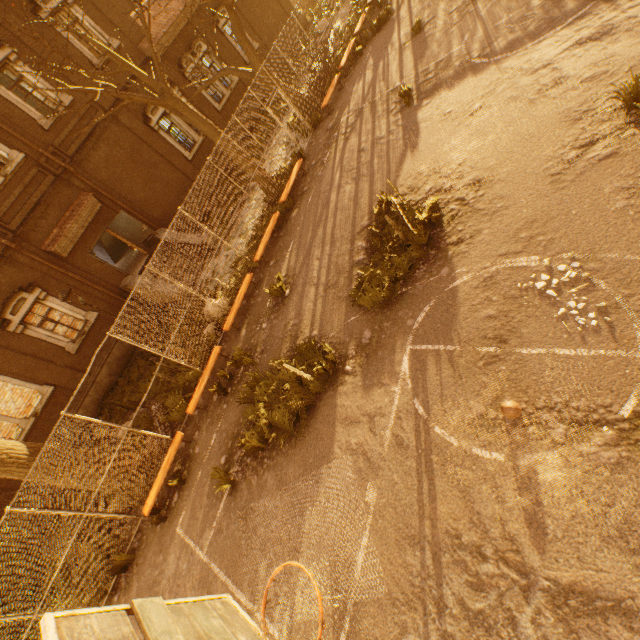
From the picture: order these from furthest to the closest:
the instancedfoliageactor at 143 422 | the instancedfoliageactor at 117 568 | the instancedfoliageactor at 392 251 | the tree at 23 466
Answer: the instancedfoliageactor at 143 422
the instancedfoliageactor at 117 568
the tree at 23 466
the instancedfoliageactor at 392 251

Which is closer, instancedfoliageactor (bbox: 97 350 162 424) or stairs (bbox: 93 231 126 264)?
instancedfoliageactor (bbox: 97 350 162 424)

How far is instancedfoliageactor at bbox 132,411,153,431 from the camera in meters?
10.5 m

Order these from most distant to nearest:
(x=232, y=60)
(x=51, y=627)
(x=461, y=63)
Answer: (x=232, y=60), (x=461, y=63), (x=51, y=627)

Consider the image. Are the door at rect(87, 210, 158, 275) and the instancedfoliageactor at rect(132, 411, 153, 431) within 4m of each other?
no

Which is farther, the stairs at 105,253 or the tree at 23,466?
the stairs at 105,253

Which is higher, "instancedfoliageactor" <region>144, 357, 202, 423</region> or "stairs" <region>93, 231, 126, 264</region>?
"stairs" <region>93, 231, 126, 264</region>

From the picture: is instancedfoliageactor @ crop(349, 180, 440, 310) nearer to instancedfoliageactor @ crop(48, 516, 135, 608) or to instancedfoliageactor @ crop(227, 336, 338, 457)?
instancedfoliageactor @ crop(227, 336, 338, 457)
